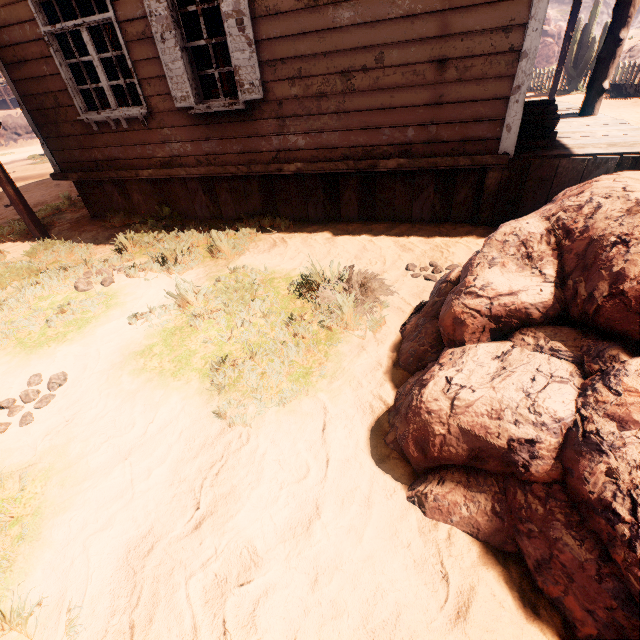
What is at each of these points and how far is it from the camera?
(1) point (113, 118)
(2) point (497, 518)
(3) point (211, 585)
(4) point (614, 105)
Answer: (1) building, 5.3 meters
(2) instancedfoliageactor, 1.6 meters
(3) z, 1.6 meters
(4) z, 11.0 meters

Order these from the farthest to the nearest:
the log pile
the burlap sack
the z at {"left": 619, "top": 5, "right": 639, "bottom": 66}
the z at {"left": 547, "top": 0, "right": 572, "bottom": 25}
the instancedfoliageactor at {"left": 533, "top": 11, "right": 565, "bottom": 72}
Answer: the z at {"left": 547, "top": 0, "right": 572, "bottom": 25} < the instancedfoliageactor at {"left": 533, "top": 11, "right": 565, "bottom": 72} < the z at {"left": 619, "top": 5, "right": 639, "bottom": 66} < the burlap sack < the log pile

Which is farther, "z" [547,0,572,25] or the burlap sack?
"z" [547,0,572,25]

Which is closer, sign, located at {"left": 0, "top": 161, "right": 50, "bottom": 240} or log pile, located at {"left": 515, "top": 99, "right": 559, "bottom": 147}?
log pile, located at {"left": 515, "top": 99, "right": 559, "bottom": 147}

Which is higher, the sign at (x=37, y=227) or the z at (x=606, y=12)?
the z at (x=606, y=12)

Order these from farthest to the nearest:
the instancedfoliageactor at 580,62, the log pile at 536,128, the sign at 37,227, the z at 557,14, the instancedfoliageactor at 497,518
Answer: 1. the z at 557,14
2. the instancedfoliageactor at 580,62
3. the sign at 37,227
4. the log pile at 536,128
5. the instancedfoliageactor at 497,518

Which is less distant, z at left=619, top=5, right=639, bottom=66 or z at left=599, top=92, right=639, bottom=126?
z at left=599, top=92, right=639, bottom=126

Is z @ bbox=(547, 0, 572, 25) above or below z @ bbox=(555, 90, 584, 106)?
above
